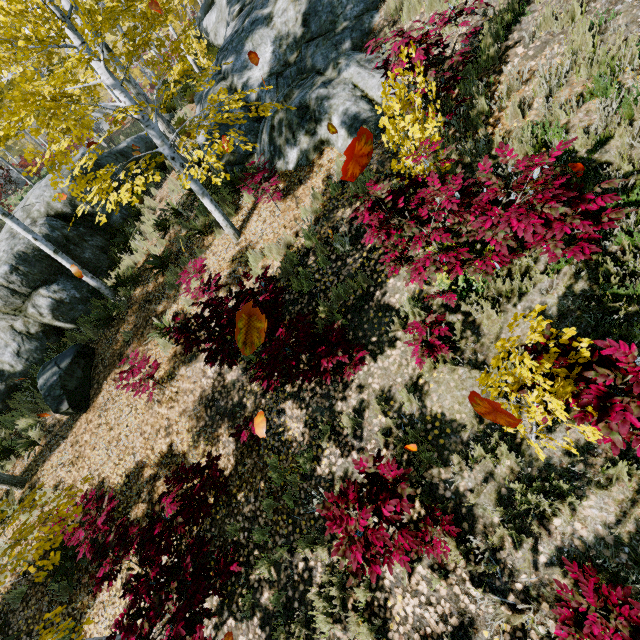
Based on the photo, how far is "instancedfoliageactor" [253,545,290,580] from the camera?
4.4m

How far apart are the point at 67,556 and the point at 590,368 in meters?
9.1 m

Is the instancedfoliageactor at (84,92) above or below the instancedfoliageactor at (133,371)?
above

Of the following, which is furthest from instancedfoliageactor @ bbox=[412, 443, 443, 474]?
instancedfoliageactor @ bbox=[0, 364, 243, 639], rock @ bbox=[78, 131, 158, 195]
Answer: instancedfoliageactor @ bbox=[0, 364, 243, 639]

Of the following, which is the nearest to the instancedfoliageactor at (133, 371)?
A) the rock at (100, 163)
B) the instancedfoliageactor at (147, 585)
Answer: the rock at (100, 163)

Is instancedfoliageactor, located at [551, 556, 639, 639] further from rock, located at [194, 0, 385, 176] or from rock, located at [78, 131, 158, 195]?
rock, located at [194, 0, 385, 176]

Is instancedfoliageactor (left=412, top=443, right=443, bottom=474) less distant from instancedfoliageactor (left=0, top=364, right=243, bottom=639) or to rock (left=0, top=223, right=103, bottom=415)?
rock (left=0, top=223, right=103, bottom=415)
